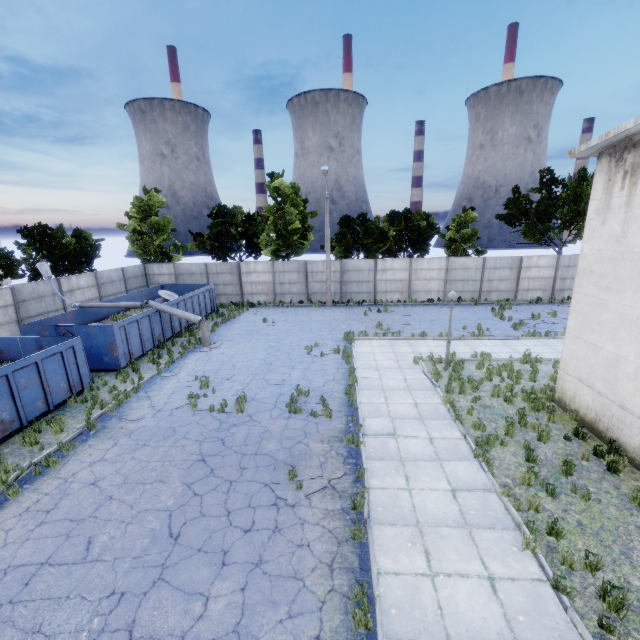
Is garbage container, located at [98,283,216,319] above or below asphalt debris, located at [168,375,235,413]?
above

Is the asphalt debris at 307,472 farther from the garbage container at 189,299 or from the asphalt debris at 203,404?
the garbage container at 189,299

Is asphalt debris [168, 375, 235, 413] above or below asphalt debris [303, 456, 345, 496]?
above

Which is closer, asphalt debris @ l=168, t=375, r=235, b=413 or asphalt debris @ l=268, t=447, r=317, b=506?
asphalt debris @ l=268, t=447, r=317, b=506

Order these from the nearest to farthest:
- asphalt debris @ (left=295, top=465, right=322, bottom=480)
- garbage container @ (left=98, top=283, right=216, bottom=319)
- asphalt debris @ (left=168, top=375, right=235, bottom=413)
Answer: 1. asphalt debris @ (left=295, top=465, right=322, bottom=480)
2. asphalt debris @ (left=168, top=375, right=235, bottom=413)
3. garbage container @ (left=98, top=283, right=216, bottom=319)

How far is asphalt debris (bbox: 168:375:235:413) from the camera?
11.4 meters

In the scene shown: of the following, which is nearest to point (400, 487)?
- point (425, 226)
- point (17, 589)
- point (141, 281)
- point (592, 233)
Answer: point (17, 589)
